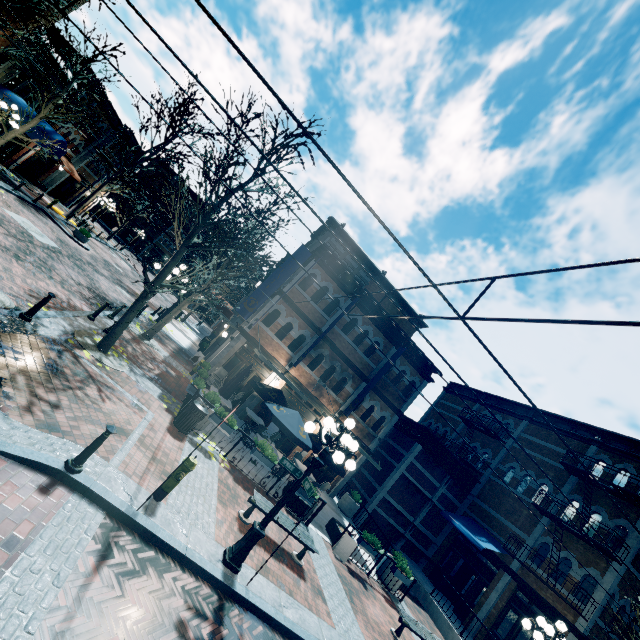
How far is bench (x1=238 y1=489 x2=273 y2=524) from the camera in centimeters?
816cm

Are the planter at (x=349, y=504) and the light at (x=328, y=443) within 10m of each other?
no

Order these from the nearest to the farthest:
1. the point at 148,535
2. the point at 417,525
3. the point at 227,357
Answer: the point at 148,535 < the point at 227,357 < the point at 417,525

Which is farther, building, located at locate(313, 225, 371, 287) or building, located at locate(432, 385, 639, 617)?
building, located at locate(313, 225, 371, 287)

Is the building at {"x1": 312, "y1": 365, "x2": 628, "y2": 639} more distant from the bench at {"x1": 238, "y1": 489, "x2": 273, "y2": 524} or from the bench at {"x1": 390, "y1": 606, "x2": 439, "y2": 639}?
the bench at {"x1": 238, "y1": 489, "x2": 273, "y2": 524}

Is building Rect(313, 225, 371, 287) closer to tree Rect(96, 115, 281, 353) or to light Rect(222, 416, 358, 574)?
tree Rect(96, 115, 281, 353)

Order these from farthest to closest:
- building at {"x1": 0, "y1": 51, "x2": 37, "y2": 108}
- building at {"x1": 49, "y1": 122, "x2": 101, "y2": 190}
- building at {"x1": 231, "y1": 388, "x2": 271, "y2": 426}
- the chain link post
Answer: building at {"x1": 49, "y1": 122, "x2": 101, "y2": 190}
building at {"x1": 0, "y1": 51, "x2": 37, "y2": 108}
building at {"x1": 231, "y1": 388, "x2": 271, "y2": 426}
the chain link post

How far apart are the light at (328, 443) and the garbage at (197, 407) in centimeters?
390cm
